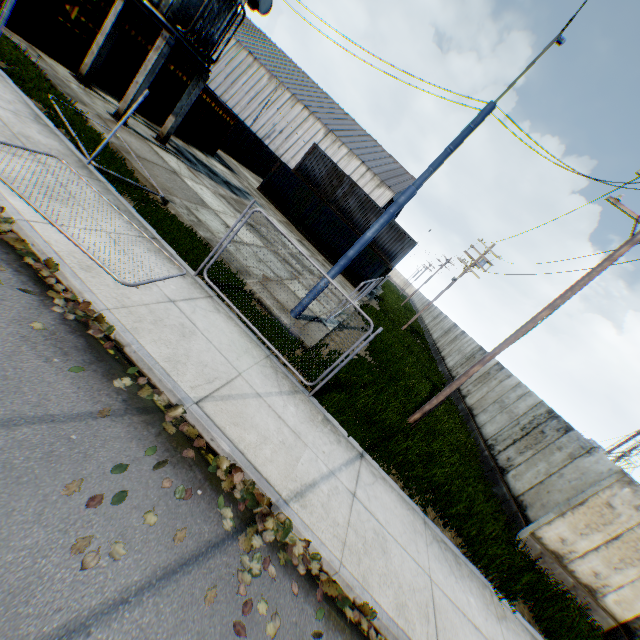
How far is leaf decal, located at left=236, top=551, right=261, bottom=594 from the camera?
3.4m

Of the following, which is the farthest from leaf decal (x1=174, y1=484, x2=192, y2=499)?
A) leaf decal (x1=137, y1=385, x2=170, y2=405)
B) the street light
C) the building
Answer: the building

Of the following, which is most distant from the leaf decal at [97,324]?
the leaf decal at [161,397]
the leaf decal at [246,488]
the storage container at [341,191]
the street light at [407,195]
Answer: the storage container at [341,191]

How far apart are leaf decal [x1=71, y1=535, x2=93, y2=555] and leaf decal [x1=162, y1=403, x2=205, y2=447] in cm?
114

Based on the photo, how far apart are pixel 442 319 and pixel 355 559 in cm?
3832

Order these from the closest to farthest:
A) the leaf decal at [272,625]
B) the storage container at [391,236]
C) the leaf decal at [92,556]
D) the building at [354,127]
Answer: the leaf decal at [92,556] < the leaf decal at [272,625] < the storage container at [391,236] < the building at [354,127]

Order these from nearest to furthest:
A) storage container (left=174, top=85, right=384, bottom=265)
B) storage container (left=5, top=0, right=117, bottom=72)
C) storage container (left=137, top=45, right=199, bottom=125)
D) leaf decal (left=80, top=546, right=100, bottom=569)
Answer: leaf decal (left=80, top=546, right=100, bottom=569)
storage container (left=5, top=0, right=117, bottom=72)
storage container (left=137, top=45, right=199, bottom=125)
storage container (left=174, top=85, right=384, bottom=265)
